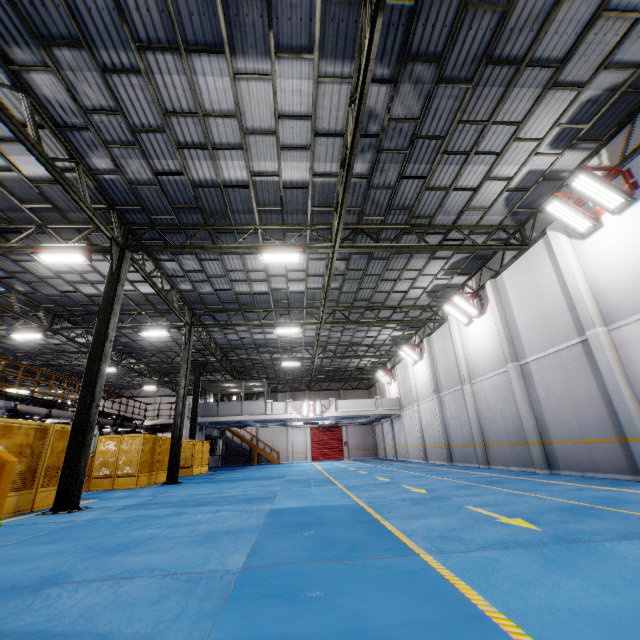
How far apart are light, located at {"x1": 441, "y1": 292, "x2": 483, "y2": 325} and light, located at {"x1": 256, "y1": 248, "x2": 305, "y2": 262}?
8.27m

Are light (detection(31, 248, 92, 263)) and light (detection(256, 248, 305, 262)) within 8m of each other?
yes

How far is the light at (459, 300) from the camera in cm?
1560

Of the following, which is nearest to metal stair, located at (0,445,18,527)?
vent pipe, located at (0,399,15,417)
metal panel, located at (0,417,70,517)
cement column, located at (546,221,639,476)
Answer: metal panel, located at (0,417,70,517)

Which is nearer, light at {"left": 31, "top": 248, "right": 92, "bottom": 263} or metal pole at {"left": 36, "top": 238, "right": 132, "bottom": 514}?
metal pole at {"left": 36, "top": 238, "right": 132, "bottom": 514}

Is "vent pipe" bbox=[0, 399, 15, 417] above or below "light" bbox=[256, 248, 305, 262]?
below

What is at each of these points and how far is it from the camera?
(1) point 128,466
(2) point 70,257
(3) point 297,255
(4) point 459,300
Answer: (1) metal panel, 14.4 meters
(2) light, 11.0 meters
(3) light, 11.5 meters
(4) light, 15.9 meters

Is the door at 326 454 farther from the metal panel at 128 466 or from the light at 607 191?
the light at 607 191
